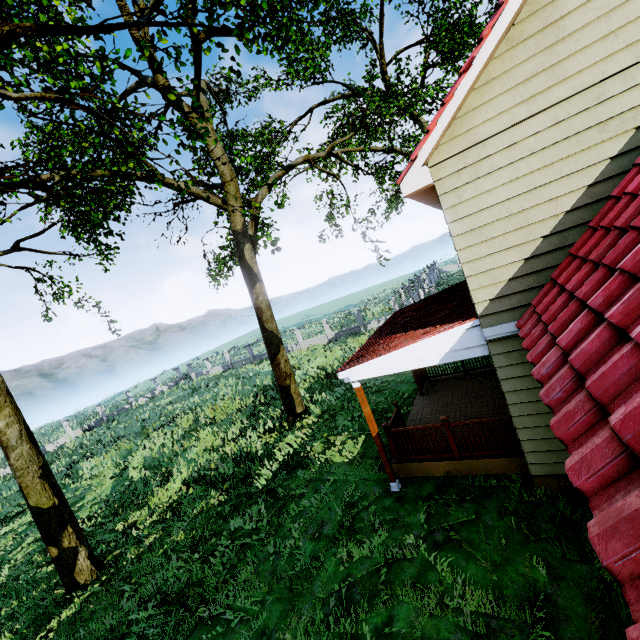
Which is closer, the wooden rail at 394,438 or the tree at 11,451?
the wooden rail at 394,438

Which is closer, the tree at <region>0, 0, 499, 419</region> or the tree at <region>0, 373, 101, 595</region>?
the tree at <region>0, 0, 499, 419</region>

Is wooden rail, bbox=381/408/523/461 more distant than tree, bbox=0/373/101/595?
No

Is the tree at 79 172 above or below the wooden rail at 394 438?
above

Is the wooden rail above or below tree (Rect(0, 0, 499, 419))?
below

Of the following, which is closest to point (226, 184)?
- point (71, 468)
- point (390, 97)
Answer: point (390, 97)

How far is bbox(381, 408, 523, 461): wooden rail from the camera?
6.75m
